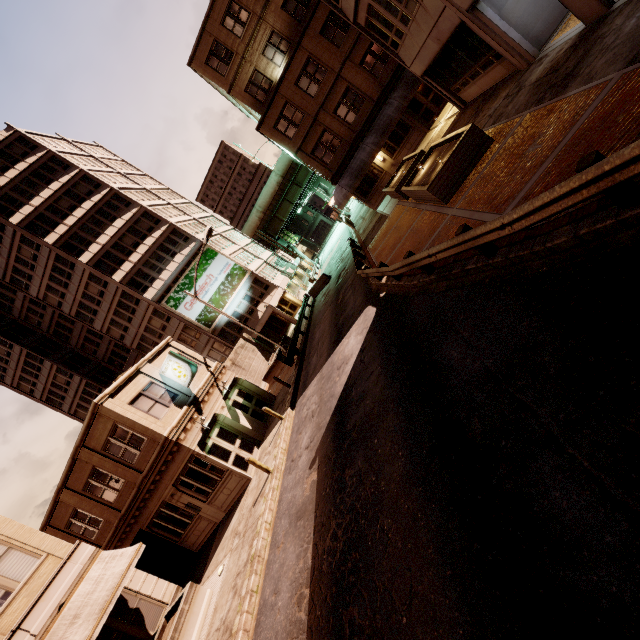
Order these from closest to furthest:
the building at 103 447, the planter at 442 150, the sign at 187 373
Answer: the planter at 442 150 → the building at 103 447 → the sign at 187 373

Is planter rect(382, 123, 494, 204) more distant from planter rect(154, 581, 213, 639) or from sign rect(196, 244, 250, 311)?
sign rect(196, 244, 250, 311)

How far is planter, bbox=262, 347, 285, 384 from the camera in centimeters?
2684cm

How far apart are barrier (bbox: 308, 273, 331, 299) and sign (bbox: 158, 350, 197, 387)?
16.4m

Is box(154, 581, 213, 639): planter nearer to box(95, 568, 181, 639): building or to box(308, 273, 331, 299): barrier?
box(95, 568, 181, 639): building

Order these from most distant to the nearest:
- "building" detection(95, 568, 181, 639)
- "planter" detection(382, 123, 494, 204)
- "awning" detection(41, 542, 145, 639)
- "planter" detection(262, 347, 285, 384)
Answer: "planter" detection(262, 347, 285, 384) → "building" detection(95, 568, 181, 639) → "planter" detection(382, 123, 494, 204) → "awning" detection(41, 542, 145, 639)

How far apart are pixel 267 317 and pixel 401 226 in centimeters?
2208cm

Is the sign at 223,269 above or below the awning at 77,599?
above
